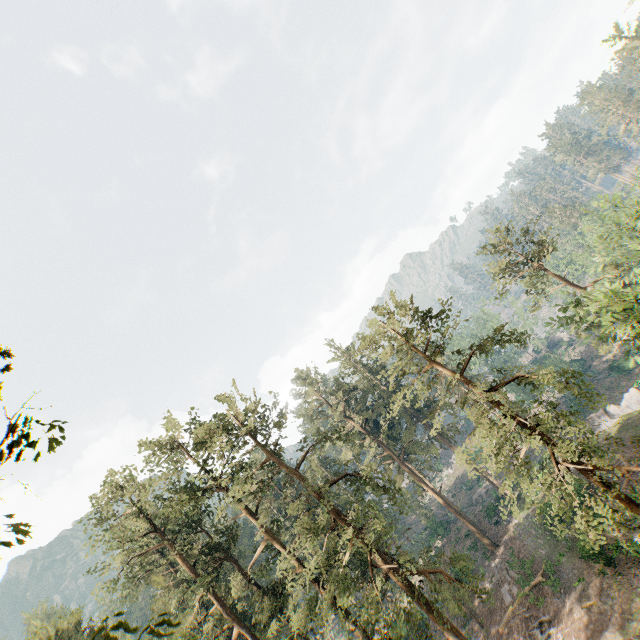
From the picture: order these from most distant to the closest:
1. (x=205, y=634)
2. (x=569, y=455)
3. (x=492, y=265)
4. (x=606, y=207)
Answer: (x=492, y=265) → (x=205, y=634) → (x=606, y=207) → (x=569, y=455)

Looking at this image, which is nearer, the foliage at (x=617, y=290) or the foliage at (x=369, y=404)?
the foliage at (x=369, y=404)

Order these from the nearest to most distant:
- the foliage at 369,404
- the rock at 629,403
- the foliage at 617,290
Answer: the foliage at 369,404, the foliage at 617,290, the rock at 629,403

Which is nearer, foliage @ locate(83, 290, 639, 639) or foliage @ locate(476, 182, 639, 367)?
foliage @ locate(83, 290, 639, 639)

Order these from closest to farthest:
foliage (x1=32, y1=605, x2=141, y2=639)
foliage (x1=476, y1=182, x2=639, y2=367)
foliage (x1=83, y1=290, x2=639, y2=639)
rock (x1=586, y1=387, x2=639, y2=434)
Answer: foliage (x1=32, y1=605, x2=141, y2=639) < foliage (x1=83, y1=290, x2=639, y2=639) < foliage (x1=476, y1=182, x2=639, y2=367) < rock (x1=586, y1=387, x2=639, y2=434)

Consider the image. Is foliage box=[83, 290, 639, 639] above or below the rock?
above
